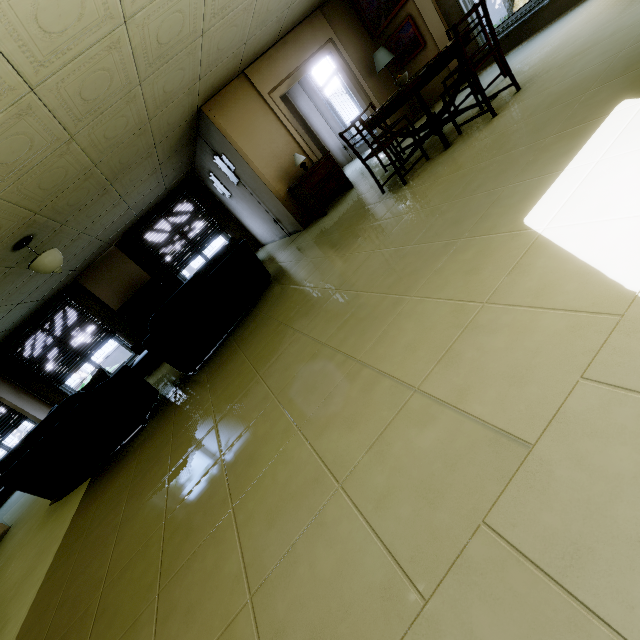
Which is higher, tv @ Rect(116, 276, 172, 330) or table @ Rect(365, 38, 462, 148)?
tv @ Rect(116, 276, 172, 330)

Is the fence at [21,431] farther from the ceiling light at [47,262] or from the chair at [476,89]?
the chair at [476,89]

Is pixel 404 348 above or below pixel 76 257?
below

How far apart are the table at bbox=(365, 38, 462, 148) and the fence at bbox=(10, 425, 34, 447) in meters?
15.9 m

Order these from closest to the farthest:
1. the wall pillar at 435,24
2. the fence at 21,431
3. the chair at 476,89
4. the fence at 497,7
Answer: the chair at 476,89, the wall pillar at 435,24, the fence at 497,7, the fence at 21,431

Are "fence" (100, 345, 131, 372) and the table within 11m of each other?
no

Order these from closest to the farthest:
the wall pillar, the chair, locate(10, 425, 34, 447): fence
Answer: the chair, the wall pillar, locate(10, 425, 34, 447): fence

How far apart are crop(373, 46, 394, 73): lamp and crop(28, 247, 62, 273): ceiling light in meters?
6.6 m
